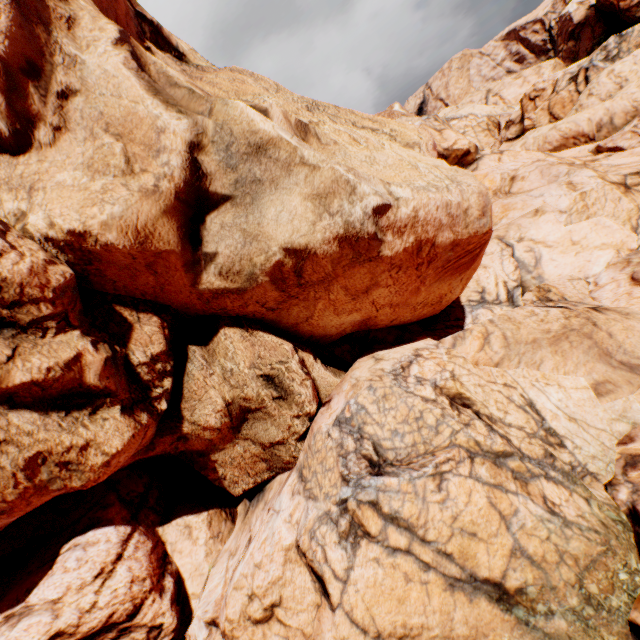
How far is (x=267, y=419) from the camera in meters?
8.7 m
